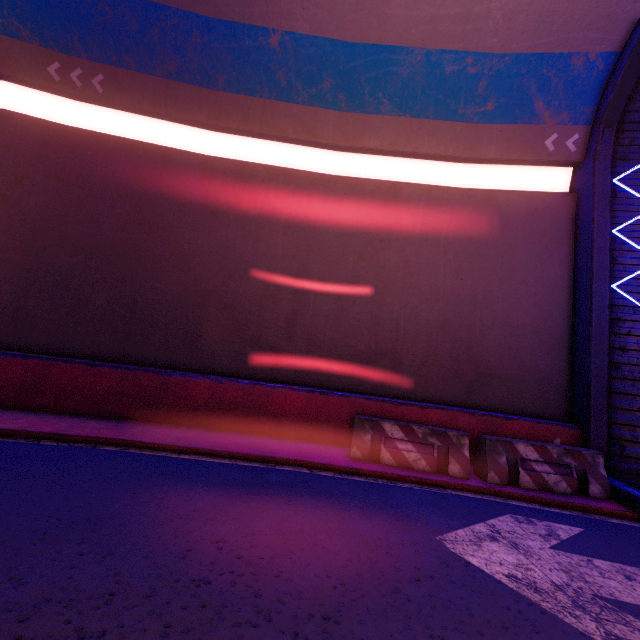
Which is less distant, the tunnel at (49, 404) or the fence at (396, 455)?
the tunnel at (49, 404)

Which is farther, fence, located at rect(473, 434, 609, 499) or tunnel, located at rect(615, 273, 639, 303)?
tunnel, located at rect(615, 273, 639, 303)

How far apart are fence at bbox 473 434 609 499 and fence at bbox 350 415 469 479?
0.22m

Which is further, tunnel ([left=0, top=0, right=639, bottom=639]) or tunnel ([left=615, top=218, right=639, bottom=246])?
tunnel ([left=615, top=218, right=639, bottom=246])

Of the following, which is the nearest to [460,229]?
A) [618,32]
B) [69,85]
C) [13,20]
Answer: [618,32]

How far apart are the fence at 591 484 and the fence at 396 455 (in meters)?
0.22

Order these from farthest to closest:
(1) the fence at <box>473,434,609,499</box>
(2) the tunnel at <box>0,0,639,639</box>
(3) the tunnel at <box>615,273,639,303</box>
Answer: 1. (3) the tunnel at <box>615,273,639,303</box>
2. (1) the fence at <box>473,434,609,499</box>
3. (2) the tunnel at <box>0,0,639,639</box>
